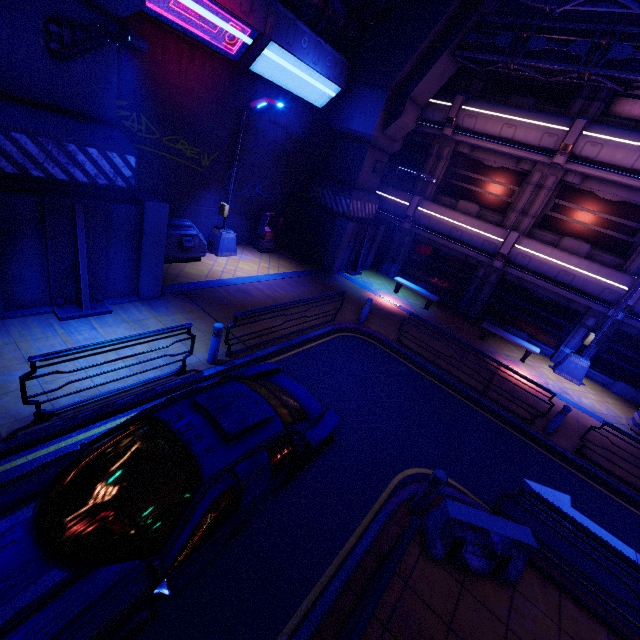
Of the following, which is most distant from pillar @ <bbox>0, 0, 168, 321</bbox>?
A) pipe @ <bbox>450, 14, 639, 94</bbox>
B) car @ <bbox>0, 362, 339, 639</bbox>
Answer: pipe @ <bbox>450, 14, 639, 94</bbox>

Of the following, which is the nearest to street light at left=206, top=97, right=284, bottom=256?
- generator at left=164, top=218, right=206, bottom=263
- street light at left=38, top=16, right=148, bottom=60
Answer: generator at left=164, top=218, right=206, bottom=263

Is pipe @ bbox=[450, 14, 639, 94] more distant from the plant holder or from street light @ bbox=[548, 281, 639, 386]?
the plant holder

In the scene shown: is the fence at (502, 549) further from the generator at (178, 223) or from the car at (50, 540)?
the generator at (178, 223)

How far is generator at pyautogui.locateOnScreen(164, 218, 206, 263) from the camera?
11.20m

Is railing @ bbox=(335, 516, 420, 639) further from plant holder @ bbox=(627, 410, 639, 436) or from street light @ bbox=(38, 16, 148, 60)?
plant holder @ bbox=(627, 410, 639, 436)

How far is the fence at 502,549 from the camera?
5.03m

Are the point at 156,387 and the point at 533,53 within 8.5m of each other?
no
